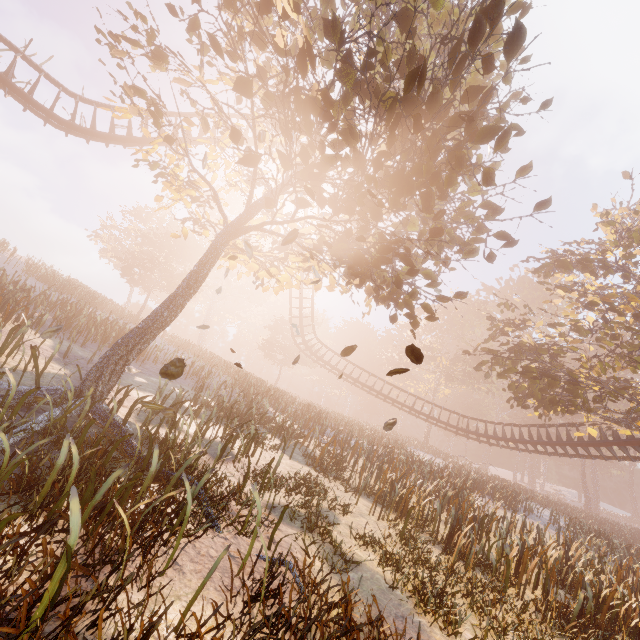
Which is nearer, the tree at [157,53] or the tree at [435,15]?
the tree at [435,15]

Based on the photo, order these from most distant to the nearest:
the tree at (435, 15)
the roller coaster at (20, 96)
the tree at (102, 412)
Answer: the roller coaster at (20, 96)
the tree at (102, 412)
the tree at (435, 15)

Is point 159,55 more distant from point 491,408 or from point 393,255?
point 491,408

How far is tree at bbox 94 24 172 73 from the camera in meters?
6.9

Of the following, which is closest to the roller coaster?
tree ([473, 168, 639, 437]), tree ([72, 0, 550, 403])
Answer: tree ([473, 168, 639, 437])

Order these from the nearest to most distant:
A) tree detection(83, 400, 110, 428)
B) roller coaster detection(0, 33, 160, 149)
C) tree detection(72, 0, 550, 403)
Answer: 1. tree detection(72, 0, 550, 403)
2. tree detection(83, 400, 110, 428)
3. roller coaster detection(0, 33, 160, 149)

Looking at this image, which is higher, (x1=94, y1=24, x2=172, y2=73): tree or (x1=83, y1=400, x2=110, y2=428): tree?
(x1=94, y1=24, x2=172, y2=73): tree

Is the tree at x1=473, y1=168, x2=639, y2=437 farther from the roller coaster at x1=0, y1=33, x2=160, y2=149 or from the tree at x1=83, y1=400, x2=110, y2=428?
the tree at x1=83, y1=400, x2=110, y2=428
